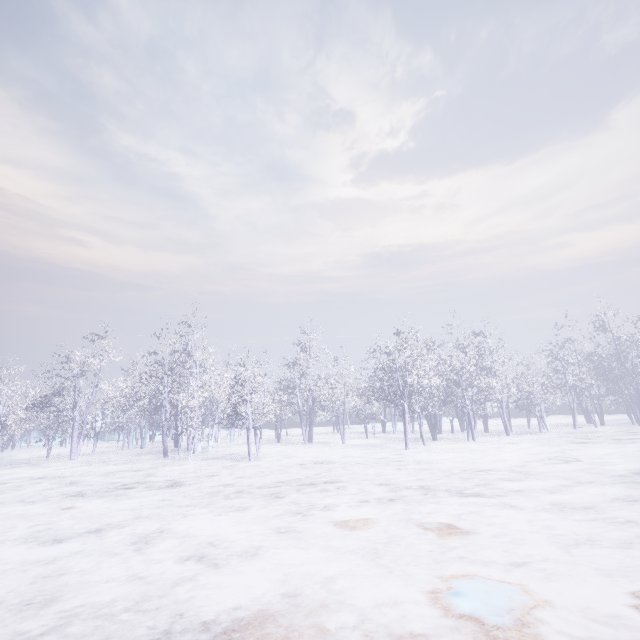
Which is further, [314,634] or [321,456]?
[321,456]
